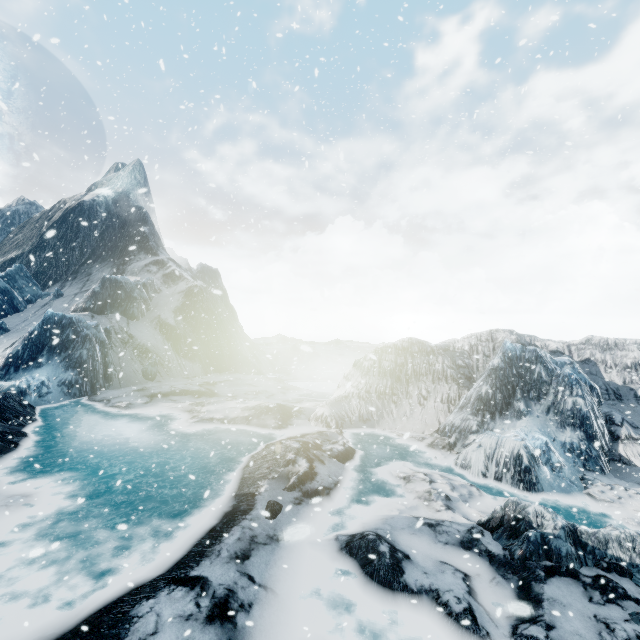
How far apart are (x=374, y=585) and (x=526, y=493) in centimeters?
749cm
